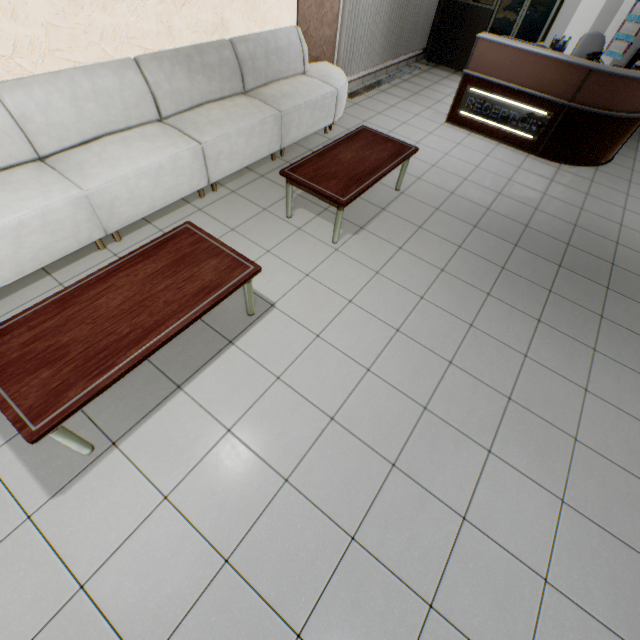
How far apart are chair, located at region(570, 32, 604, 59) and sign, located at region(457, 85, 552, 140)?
2.5 meters

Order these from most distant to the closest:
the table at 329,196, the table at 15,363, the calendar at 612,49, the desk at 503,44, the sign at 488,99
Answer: the calendar at 612,49
the sign at 488,99
the desk at 503,44
the table at 329,196
the table at 15,363

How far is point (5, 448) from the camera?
2.0 meters

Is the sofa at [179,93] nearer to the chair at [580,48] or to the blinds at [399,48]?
the blinds at [399,48]

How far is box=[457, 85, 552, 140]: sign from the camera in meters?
4.9

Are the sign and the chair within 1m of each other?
no

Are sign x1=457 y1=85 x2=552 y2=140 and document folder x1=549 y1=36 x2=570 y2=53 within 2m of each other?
no

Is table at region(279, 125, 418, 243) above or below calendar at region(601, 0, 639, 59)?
below
